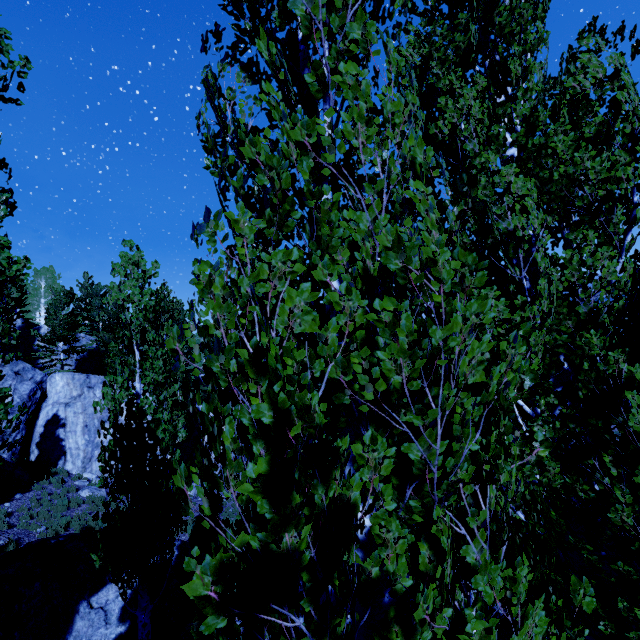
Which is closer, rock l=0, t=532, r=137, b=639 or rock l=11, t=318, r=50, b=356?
rock l=0, t=532, r=137, b=639

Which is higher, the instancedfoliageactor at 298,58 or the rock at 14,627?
the instancedfoliageactor at 298,58

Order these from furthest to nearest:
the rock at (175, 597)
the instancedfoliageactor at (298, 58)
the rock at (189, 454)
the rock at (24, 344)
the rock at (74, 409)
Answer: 1. the rock at (24, 344)
2. the rock at (189, 454)
3. the rock at (74, 409)
4. the rock at (175, 597)
5. the instancedfoliageactor at (298, 58)

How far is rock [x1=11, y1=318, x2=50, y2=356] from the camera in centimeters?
2626cm

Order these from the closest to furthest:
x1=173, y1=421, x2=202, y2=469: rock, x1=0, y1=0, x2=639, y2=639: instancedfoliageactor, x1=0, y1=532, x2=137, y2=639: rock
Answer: x1=0, y1=0, x2=639, y2=639: instancedfoliageactor < x1=0, y1=532, x2=137, y2=639: rock < x1=173, y1=421, x2=202, y2=469: rock

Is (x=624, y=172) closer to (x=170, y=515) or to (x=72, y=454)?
(x=170, y=515)

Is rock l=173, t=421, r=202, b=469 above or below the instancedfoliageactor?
below
